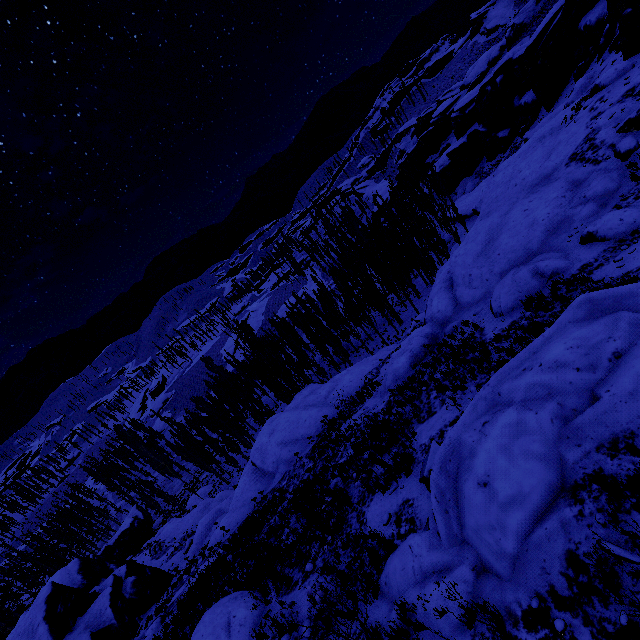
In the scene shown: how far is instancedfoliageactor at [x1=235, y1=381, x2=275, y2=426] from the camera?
41.7 meters

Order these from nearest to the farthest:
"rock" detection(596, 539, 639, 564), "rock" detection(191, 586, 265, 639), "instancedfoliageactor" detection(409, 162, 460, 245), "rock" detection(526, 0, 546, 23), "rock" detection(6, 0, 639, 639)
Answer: "rock" detection(596, 539, 639, 564) < "rock" detection(191, 586, 265, 639) < "rock" detection(6, 0, 639, 639) < "instancedfoliageactor" detection(409, 162, 460, 245) < "rock" detection(526, 0, 546, 23)

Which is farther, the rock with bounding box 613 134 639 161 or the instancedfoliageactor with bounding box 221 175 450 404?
the instancedfoliageactor with bounding box 221 175 450 404

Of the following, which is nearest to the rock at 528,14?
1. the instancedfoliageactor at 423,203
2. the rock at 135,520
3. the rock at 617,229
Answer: the instancedfoliageactor at 423,203

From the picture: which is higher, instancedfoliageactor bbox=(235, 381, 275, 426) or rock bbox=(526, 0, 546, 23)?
rock bbox=(526, 0, 546, 23)

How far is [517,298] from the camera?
13.4m

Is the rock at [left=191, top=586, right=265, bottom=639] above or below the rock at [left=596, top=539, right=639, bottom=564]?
below

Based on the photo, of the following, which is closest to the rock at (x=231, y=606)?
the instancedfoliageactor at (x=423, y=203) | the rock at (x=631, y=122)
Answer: the instancedfoliageactor at (x=423, y=203)
